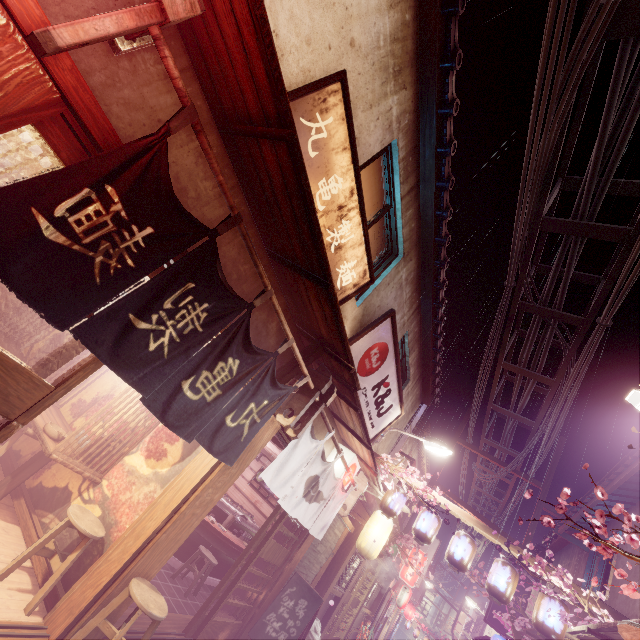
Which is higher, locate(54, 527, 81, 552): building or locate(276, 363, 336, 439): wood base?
locate(276, 363, 336, 439): wood base

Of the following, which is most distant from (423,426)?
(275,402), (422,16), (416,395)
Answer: (422,16)

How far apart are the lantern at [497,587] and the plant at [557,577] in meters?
0.5 m

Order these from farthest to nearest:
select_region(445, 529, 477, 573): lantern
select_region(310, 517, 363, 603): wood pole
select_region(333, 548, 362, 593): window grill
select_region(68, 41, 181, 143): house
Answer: select_region(333, 548, 362, 593): window grill, select_region(310, 517, 363, 603): wood pole, select_region(445, 529, 477, 573): lantern, select_region(68, 41, 181, 143): house

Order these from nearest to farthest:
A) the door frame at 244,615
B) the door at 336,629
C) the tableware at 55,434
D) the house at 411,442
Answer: the tableware at 55,434 < the door frame at 244,615 < the door at 336,629 < the house at 411,442

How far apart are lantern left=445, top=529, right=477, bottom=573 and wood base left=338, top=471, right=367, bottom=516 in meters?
3.7 m

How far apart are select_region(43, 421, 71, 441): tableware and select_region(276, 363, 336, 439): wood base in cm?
467

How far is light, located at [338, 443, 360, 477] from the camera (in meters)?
11.76
